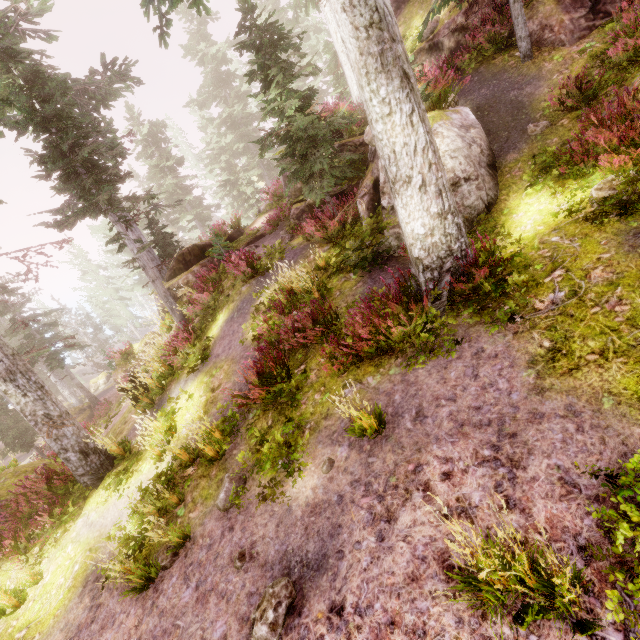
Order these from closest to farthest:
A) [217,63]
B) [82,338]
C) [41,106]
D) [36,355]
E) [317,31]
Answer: [41,106] → [36,355] → [317,31] → [217,63] → [82,338]

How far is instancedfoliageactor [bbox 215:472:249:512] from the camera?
5.34m

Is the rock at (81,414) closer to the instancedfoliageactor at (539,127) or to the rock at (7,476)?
the instancedfoliageactor at (539,127)

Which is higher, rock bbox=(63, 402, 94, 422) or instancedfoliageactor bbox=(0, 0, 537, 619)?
instancedfoliageactor bbox=(0, 0, 537, 619)

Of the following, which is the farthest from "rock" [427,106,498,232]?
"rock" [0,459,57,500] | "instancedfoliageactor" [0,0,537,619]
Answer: "rock" [0,459,57,500]

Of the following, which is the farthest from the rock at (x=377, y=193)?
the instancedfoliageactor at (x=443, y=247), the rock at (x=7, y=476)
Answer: the rock at (x=7, y=476)

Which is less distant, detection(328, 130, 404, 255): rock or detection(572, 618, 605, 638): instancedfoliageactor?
detection(572, 618, 605, 638): instancedfoliageactor

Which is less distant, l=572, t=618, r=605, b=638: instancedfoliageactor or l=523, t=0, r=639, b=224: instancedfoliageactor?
l=572, t=618, r=605, b=638: instancedfoliageactor
